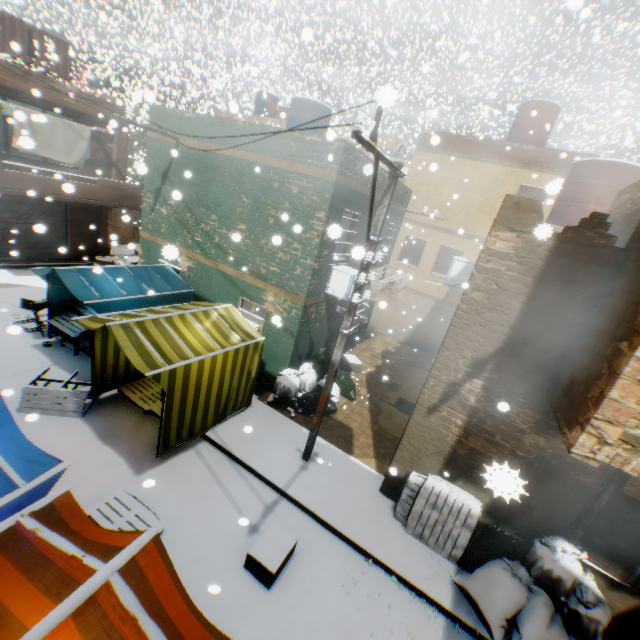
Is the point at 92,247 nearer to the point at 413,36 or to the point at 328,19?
the point at 328,19

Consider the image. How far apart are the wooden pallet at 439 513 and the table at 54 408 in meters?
7.1 m

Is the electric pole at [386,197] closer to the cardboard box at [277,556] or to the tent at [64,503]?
the tent at [64,503]

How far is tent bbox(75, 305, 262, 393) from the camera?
6.0m

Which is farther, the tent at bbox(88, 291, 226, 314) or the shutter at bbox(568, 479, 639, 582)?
the tent at bbox(88, 291, 226, 314)

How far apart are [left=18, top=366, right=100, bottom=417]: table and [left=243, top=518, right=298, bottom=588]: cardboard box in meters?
4.0

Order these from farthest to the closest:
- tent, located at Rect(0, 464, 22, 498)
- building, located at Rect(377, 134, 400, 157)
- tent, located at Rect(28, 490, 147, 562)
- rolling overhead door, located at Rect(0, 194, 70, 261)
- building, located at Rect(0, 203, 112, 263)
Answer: building, located at Rect(377, 134, 400, 157), building, located at Rect(0, 203, 112, 263), rolling overhead door, located at Rect(0, 194, 70, 261), tent, located at Rect(0, 464, 22, 498), tent, located at Rect(28, 490, 147, 562)

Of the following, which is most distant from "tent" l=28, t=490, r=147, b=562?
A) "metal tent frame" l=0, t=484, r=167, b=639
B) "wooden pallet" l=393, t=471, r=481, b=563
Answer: "wooden pallet" l=393, t=471, r=481, b=563
